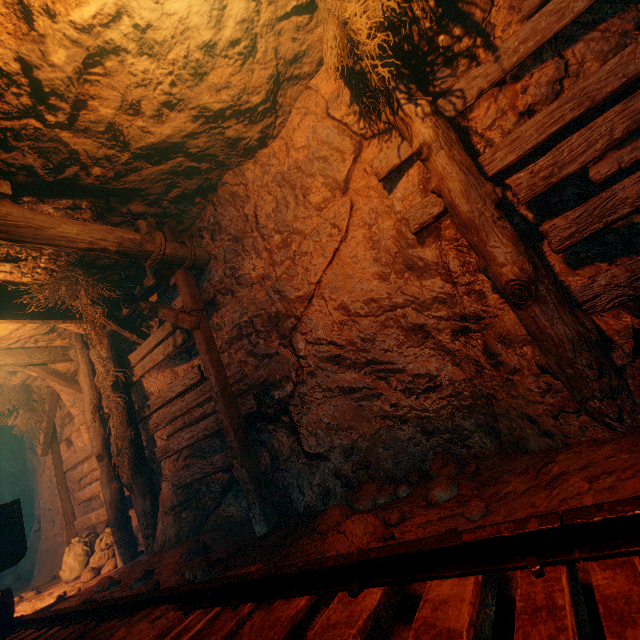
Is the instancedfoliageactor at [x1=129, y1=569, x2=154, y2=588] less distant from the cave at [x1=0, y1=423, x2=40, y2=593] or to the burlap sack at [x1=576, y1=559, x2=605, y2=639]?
the burlap sack at [x1=576, y1=559, x2=605, y2=639]

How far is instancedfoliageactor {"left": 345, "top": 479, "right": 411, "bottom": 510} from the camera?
2.9m

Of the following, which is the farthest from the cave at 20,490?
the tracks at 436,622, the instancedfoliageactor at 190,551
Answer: the instancedfoliageactor at 190,551

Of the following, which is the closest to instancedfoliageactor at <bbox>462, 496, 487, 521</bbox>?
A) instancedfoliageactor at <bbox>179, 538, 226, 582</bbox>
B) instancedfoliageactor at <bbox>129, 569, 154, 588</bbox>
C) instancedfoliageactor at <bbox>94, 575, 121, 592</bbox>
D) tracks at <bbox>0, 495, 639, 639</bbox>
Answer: tracks at <bbox>0, 495, 639, 639</bbox>

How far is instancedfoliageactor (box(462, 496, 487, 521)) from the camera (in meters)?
1.95

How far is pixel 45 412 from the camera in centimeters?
731cm

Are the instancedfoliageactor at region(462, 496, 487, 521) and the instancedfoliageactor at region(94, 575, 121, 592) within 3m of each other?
no

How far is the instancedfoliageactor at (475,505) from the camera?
2.0m
